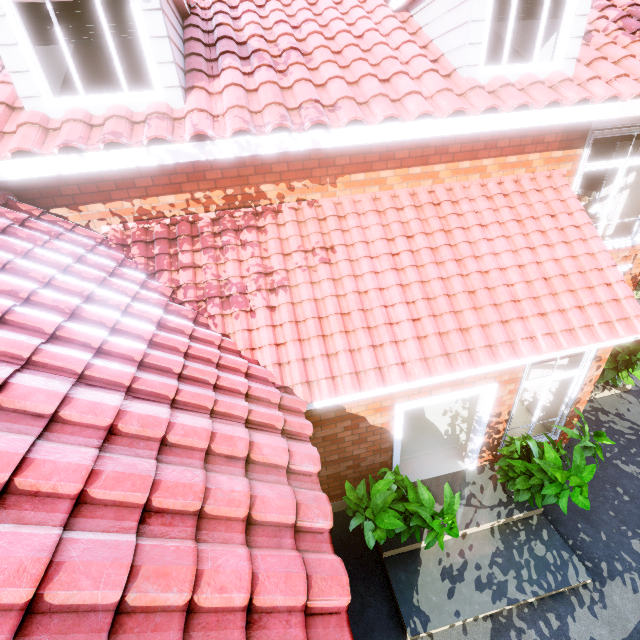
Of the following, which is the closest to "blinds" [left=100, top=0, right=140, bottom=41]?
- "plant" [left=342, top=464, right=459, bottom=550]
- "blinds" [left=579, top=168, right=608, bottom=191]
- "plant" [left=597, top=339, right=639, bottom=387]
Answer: "plant" [left=342, top=464, right=459, bottom=550]

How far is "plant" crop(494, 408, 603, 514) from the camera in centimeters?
448cm

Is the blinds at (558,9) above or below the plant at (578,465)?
above

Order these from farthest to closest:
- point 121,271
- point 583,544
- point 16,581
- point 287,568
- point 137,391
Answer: point 583,544 < point 121,271 < point 137,391 < point 287,568 < point 16,581

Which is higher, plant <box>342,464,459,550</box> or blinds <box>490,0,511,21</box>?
blinds <box>490,0,511,21</box>

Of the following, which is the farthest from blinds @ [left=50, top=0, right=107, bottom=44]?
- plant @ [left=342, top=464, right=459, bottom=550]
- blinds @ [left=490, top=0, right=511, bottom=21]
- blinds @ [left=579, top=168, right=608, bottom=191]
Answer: Result: blinds @ [left=579, top=168, right=608, bottom=191]

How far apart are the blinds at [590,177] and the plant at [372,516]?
8.27m

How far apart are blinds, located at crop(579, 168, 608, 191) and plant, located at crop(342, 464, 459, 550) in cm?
827
